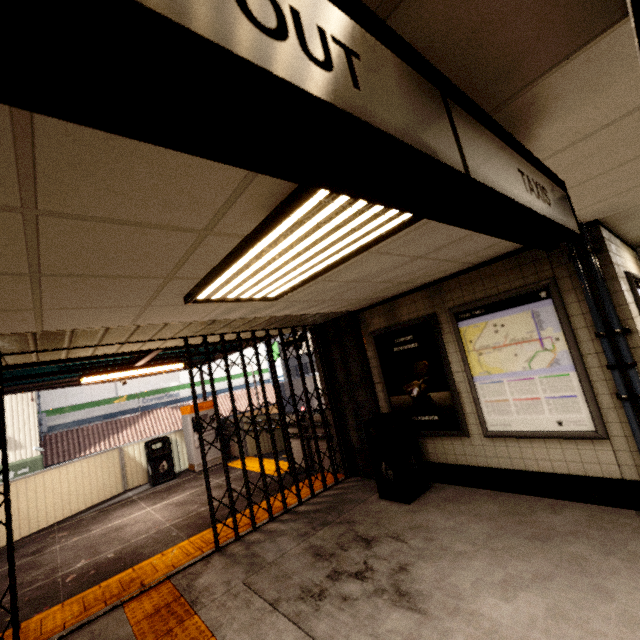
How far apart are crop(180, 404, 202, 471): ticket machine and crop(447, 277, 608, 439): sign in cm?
778

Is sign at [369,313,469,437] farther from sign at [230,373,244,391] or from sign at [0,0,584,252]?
sign at [230,373,244,391]

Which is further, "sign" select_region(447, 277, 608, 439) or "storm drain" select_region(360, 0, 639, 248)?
"sign" select_region(447, 277, 608, 439)

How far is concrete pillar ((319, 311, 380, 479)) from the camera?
5.7m

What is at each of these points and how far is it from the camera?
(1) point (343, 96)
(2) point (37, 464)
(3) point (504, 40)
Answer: (1) sign, 0.6 meters
(2) awning, 12.7 meters
(3) storm drain, 1.0 meters

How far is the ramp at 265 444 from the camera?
9.3 meters

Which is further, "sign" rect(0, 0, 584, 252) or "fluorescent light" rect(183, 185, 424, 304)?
"fluorescent light" rect(183, 185, 424, 304)

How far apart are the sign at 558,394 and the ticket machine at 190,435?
7.8m
